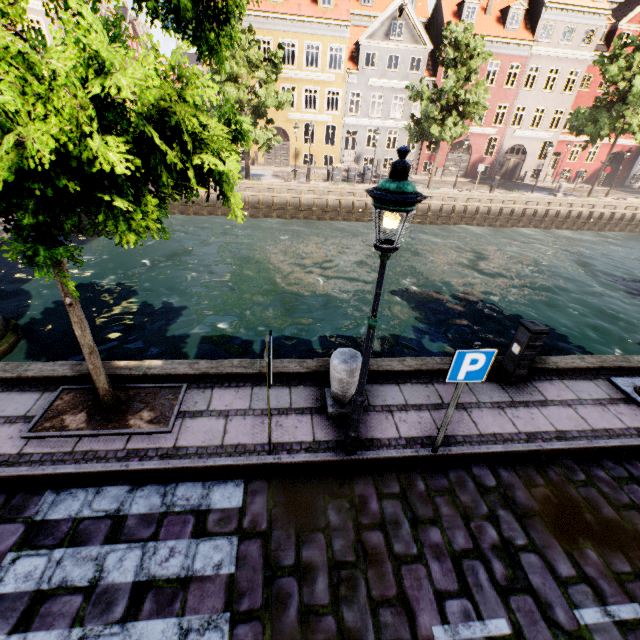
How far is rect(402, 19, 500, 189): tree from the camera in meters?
19.9

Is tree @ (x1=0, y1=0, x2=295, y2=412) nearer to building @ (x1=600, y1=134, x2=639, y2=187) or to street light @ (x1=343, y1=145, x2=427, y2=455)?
street light @ (x1=343, y1=145, x2=427, y2=455)

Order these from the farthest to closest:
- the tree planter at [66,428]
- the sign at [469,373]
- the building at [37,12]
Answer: the building at [37,12] < the tree planter at [66,428] < the sign at [469,373]

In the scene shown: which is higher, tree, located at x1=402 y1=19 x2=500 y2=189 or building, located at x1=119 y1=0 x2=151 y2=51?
building, located at x1=119 y1=0 x2=151 y2=51

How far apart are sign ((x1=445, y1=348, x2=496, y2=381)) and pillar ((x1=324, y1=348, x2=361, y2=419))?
1.23m

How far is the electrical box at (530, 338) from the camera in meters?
5.5 m

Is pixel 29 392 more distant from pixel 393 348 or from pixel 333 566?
pixel 393 348

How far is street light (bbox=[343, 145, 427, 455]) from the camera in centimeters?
262cm
